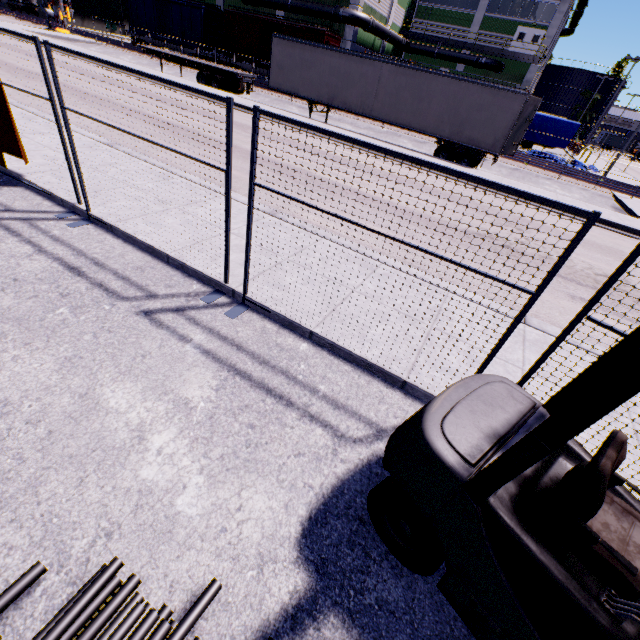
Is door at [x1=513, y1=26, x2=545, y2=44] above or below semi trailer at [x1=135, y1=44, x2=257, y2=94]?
above

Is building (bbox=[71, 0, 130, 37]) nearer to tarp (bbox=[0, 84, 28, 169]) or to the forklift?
tarp (bbox=[0, 84, 28, 169])

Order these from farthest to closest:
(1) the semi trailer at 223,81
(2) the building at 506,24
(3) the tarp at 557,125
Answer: (2) the building at 506,24, (3) the tarp at 557,125, (1) the semi trailer at 223,81

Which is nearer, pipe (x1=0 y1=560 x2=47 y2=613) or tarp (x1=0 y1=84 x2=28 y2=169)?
pipe (x1=0 y1=560 x2=47 y2=613)

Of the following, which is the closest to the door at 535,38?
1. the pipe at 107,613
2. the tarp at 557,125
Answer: the tarp at 557,125

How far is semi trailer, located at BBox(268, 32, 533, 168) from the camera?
15.94m

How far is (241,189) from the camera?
8.16m
